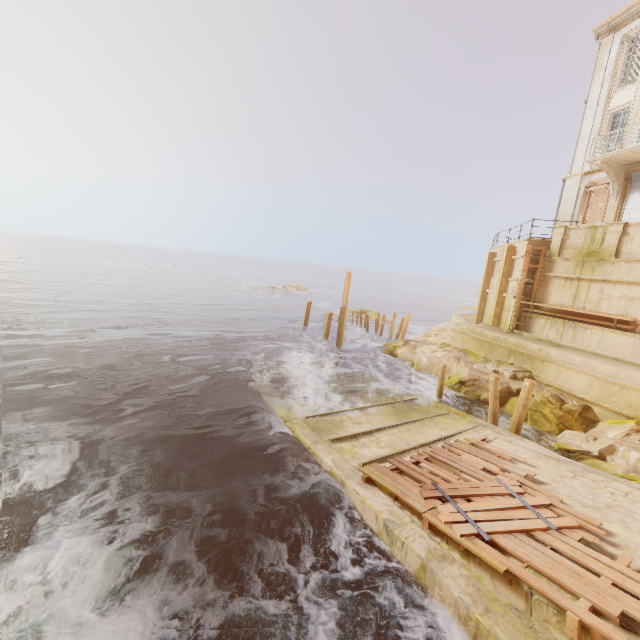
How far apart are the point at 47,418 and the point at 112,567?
8.1 meters

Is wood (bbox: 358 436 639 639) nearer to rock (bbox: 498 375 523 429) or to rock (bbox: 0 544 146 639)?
rock (bbox: 498 375 523 429)

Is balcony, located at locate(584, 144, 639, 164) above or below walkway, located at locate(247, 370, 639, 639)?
above

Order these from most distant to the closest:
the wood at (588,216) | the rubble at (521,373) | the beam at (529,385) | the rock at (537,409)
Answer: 1. the wood at (588,216)
2. the rubble at (521,373)
3. the beam at (529,385)
4. the rock at (537,409)

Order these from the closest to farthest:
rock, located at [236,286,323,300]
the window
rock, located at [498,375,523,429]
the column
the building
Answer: the building → rock, located at [498,375,523,429] → the column → the window → rock, located at [236,286,323,300]

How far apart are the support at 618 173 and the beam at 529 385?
13.98m

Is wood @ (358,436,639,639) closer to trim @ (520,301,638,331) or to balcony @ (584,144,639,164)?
trim @ (520,301,638,331)

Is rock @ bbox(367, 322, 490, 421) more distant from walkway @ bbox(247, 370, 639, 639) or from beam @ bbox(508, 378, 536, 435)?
beam @ bbox(508, 378, 536, 435)
